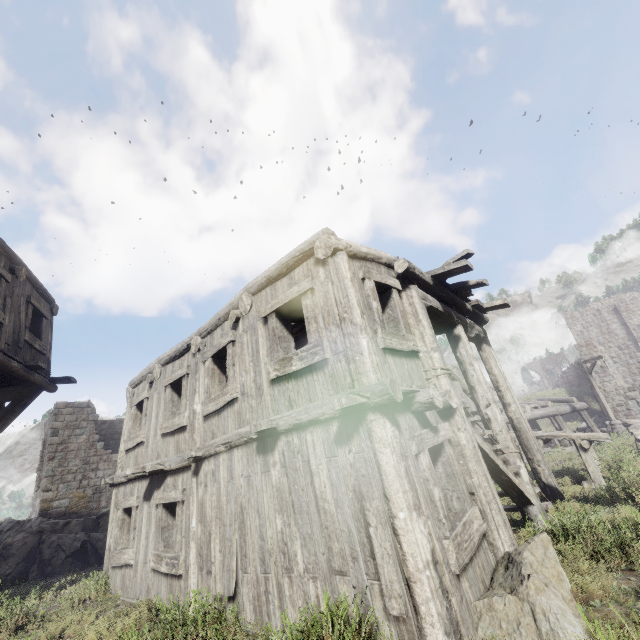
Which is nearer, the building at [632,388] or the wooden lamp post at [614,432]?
the wooden lamp post at [614,432]

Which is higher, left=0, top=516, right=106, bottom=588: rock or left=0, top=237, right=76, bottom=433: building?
left=0, top=237, right=76, bottom=433: building

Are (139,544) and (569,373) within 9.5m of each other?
no

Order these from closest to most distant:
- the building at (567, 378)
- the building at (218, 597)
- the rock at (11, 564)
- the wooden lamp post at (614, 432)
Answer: the building at (218, 597) → the rock at (11, 564) → the wooden lamp post at (614, 432) → the building at (567, 378)

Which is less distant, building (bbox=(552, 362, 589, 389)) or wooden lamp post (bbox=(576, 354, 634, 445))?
wooden lamp post (bbox=(576, 354, 634, 445))

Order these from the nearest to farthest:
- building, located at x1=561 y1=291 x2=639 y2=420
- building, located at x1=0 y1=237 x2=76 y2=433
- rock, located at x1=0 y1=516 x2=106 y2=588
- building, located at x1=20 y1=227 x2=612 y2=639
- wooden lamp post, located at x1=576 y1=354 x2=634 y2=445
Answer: building, located at x1=20 y1=227 x2=612 y2=639 < building, located at x1=0 y1=237 x2=76 y2=433 < rock, located at x1=0 y1=516 x2=106 y2=588 < wooden lamp post, located at x1=576 y1=354 x2=634 y2=445 < building, located at x1=561 y1=291 x2=639 y2=420

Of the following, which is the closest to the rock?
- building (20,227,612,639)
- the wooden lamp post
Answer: building (20,227,612,639)
